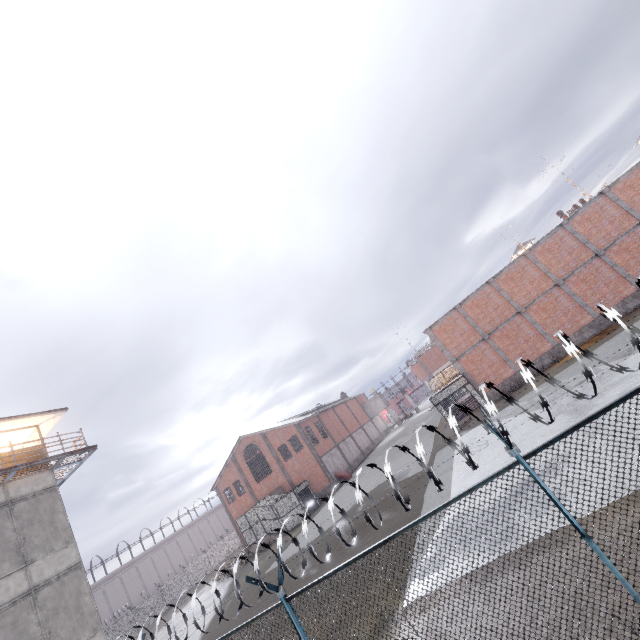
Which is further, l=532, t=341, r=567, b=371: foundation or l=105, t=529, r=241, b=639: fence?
l=532, t=341, r=567, b=371: foundation

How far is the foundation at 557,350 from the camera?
21.95m

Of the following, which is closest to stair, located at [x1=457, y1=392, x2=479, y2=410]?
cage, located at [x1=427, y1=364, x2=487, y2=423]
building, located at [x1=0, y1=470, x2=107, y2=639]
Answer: cage, located at [x1=427, y1=364, x2=487, y2=423]

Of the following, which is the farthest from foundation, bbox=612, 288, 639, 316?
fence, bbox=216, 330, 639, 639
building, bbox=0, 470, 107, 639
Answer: building, bbox=0, 470, 107, 639

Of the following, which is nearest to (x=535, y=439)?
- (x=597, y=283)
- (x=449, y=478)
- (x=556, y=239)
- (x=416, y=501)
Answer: (x=449, y=478)

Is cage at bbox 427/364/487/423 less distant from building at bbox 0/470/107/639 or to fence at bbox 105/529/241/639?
fence at bbox 105/529/241/639

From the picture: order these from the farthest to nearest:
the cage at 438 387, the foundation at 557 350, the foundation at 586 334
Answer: the cage at 438 387 < the foundation at 557 350 < the foundation at 586 334

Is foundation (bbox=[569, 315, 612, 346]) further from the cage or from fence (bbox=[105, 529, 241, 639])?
fence (bbox=[105, 529, 241, 639])
